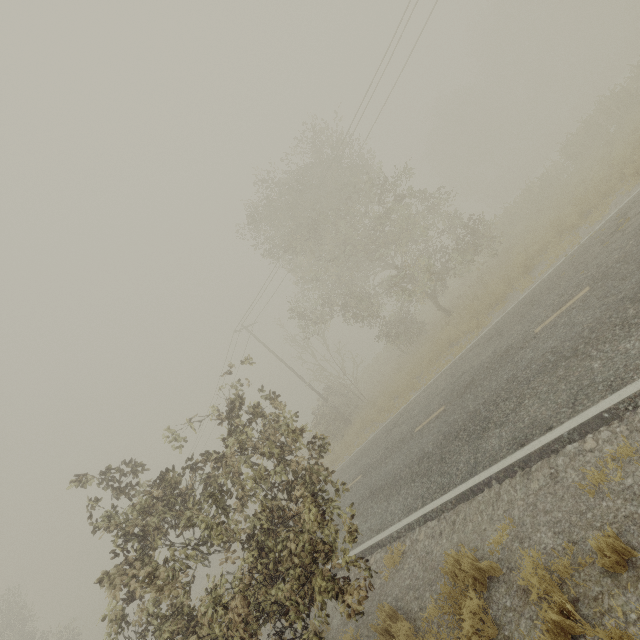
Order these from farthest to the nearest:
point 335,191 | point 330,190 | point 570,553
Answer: point 335,191 → point 330,190 → point 570,553

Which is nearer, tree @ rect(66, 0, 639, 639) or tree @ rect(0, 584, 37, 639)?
tree @ rect(66, 0, 639, 639)

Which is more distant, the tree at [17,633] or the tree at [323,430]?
the tree at [17,633]
